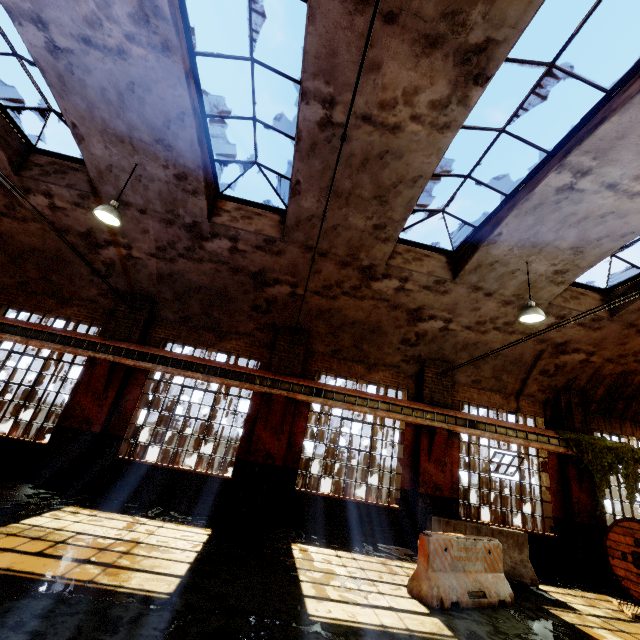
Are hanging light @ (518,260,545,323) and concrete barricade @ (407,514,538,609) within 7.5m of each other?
yes

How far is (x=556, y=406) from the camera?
11.2 meters

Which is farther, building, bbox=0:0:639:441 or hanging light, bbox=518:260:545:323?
hanging light, bbox=518:260:545:323

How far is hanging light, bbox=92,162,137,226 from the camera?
6.77m

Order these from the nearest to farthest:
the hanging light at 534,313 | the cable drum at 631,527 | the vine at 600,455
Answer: the hanging light at 534,313 → the cable drum at 631,527 → the vine at 600,455

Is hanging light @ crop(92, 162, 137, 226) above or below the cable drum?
above

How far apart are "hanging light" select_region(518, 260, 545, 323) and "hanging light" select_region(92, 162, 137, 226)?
9.5m

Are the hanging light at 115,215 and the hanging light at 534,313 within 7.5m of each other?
no
